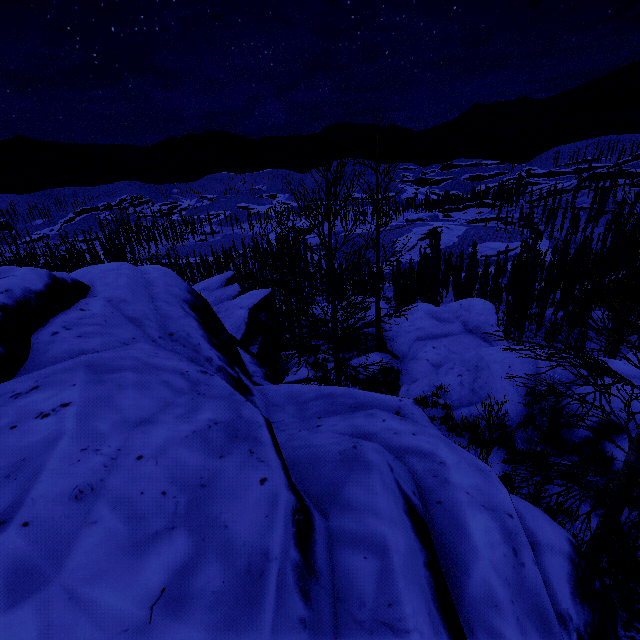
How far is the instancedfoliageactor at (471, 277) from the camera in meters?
45.0

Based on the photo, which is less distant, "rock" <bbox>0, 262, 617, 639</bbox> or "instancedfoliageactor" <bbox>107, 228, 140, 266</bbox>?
"rock" <bbox>0, 262, 617, 639</bbox>

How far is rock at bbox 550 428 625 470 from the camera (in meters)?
6.73

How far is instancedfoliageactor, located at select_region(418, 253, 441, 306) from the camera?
42.2 meters

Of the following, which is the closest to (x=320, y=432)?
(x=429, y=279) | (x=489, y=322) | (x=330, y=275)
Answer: (x=330, y=275)

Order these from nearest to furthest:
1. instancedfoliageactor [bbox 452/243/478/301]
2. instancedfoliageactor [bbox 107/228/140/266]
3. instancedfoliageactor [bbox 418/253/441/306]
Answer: instancedfoliageactor [bbox 107/228/140/266] → instancedfoliageactor [bbox 418/253/441/306] → instancedfoliageactor [bbox 452/243/478/301]

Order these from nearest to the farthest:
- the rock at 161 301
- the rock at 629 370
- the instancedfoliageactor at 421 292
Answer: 1. the rock at 161 301
2. the rock at 629 370
3. the instancedfoliageactor at 421 292

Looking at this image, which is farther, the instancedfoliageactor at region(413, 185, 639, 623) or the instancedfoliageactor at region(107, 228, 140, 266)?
the instancedfoliageactor at region(107, 228, 140, 266)
